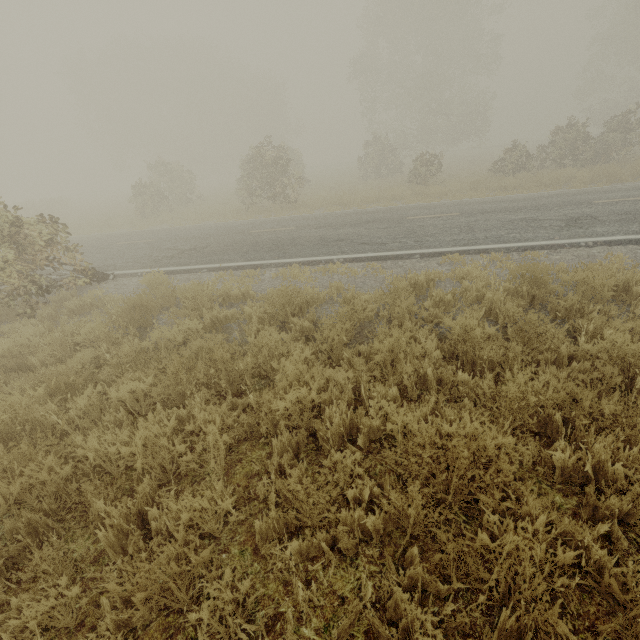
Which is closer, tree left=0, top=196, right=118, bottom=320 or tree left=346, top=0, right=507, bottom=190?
tree left=0, top=196, right=118, bottom=320

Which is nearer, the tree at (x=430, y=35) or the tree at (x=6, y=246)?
the tree at (x=6, y=246)

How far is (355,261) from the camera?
8.4 meters
